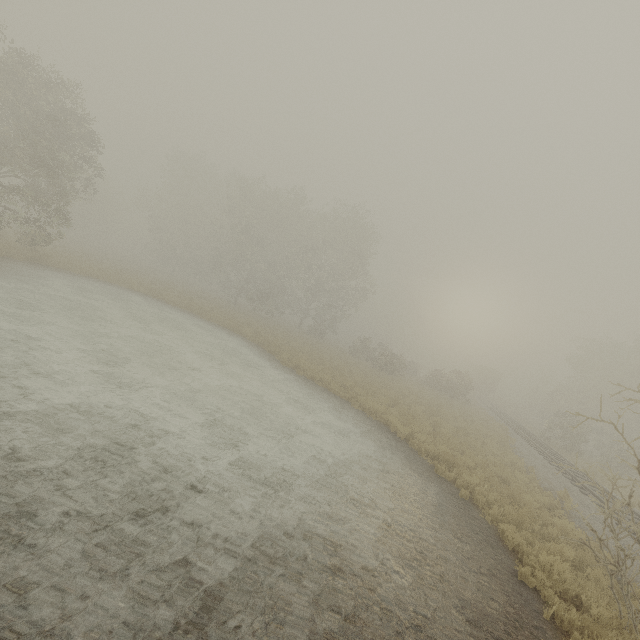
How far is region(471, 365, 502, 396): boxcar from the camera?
52.1m

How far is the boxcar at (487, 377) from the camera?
52.1m

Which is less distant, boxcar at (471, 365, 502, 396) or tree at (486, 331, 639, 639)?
tree at (486, 331, 639, 639)

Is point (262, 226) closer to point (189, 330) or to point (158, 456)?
point (189, 330)

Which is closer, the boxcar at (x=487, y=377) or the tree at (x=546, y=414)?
the tree at (x=546, y=414)
